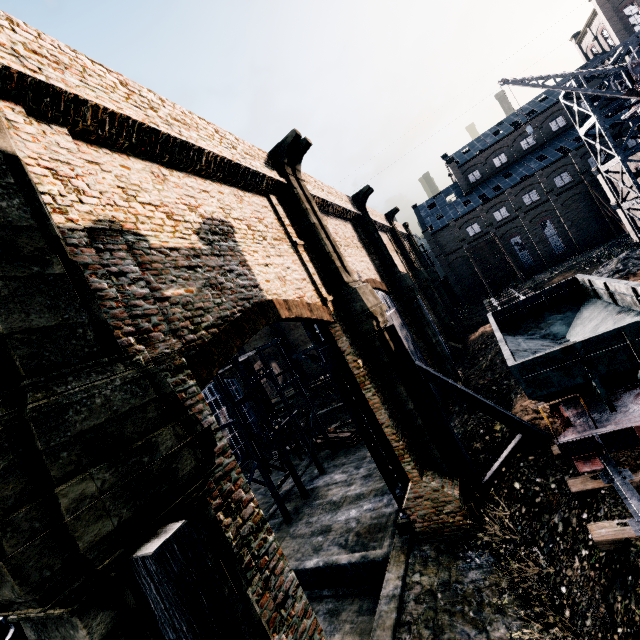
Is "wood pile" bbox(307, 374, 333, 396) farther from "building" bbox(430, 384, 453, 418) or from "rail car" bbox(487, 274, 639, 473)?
"rail car" bbox(487, 274, 639, 473)

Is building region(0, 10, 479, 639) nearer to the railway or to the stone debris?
the stone debris

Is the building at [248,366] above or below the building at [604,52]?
below

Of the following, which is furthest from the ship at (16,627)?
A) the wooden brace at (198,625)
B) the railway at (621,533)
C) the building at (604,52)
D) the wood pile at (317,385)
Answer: the building at (604,52)

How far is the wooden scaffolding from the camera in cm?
2200

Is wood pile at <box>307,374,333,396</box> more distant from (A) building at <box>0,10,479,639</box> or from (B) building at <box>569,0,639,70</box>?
(B) building at <box>569,0,639,70</box>

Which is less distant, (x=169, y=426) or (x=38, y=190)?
(x=169, y=426)

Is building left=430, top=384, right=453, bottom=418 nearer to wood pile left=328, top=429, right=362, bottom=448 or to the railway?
the railway
